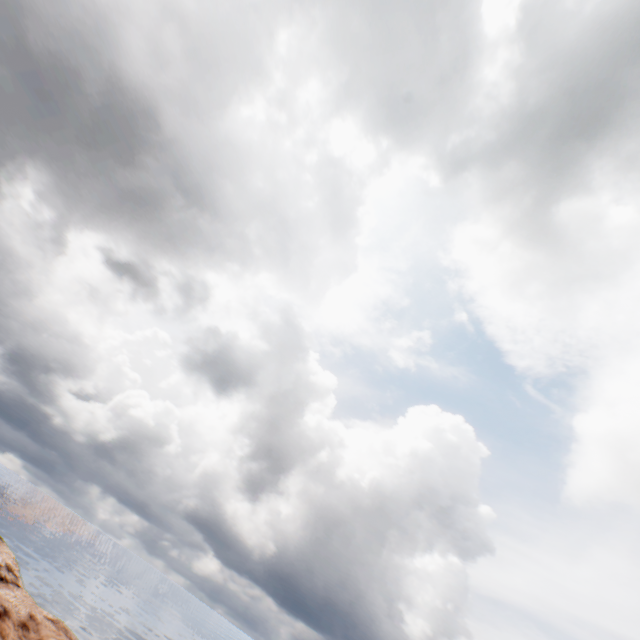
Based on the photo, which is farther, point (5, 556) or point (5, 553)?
point (5, 553)
